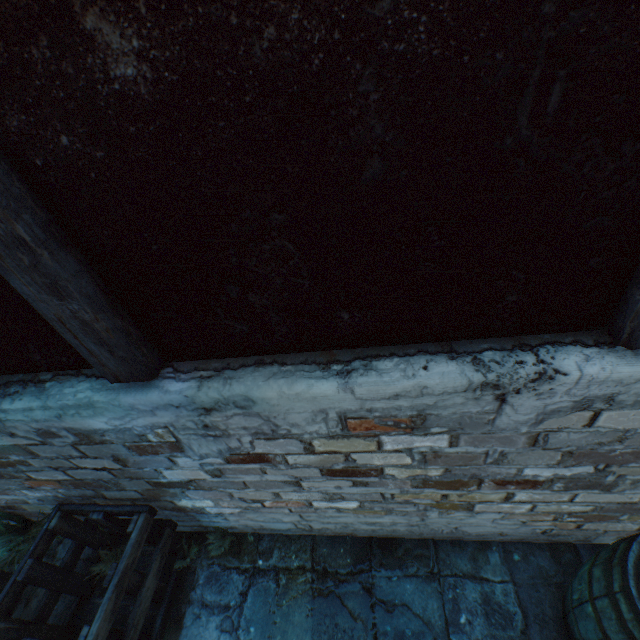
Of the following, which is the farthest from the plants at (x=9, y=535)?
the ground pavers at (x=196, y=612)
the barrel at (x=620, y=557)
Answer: the barrel at (x=620, y=557)

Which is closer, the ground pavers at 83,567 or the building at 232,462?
the building at 232,462

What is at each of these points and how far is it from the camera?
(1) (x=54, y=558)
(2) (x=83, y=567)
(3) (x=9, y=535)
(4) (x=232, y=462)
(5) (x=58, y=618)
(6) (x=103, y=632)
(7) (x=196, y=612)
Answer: (1) ground pavers, 2.82m
(2) ground pavers, 2.72m
(3) plants, 2.69m
(4) building, 1.77m
(5) ground pavers, 2.48m
(6) wooden crate, 1.83m
(7) ground pavers, 2.34m

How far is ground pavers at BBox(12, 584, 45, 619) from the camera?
2.54m

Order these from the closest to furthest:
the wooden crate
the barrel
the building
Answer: the building → the barrel → the wooden crate

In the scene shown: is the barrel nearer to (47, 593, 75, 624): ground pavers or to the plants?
(47, 593, 75, 624): ground pavers

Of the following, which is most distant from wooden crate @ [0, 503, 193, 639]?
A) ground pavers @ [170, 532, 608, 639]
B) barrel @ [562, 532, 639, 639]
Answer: barrel @ [562, 532, 639, 639]
